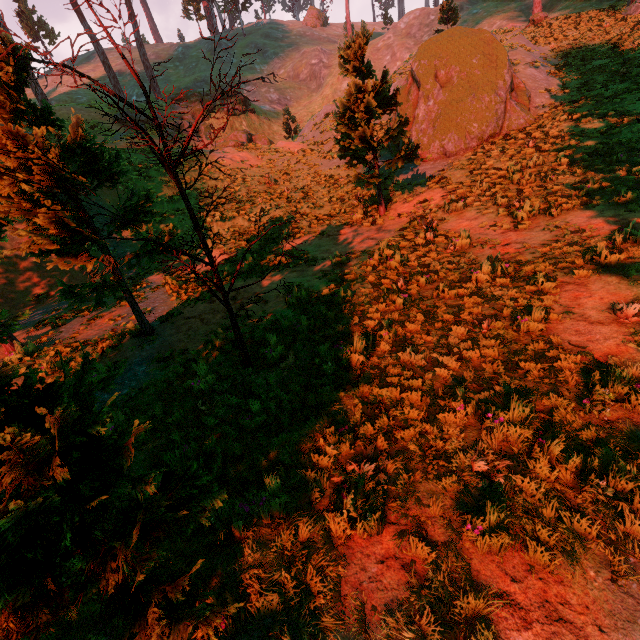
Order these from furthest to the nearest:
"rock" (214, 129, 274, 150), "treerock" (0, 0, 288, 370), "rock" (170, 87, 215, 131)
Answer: "rock" (170, 87, 215, 131)
"rock" (214, 129, 274, 150)
"treerock" (0, 0, 288, 370)

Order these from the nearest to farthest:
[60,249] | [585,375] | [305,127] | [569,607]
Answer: [569,607], [585,375], [60,249], [305,127]

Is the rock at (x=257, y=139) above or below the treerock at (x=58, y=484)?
above

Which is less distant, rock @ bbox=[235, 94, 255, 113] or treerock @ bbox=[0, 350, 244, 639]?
treerock @ bbox=[0, 350, 244, 639]

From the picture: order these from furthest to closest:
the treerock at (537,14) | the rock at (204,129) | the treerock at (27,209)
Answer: the rock at (204,129), the treerock at (537,14), the treerock at (27,209)

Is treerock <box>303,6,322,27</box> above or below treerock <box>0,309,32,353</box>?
above

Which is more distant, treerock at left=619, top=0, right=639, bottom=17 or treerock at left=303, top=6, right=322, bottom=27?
treerock at left=303, top=6, right=322, bottom=27
